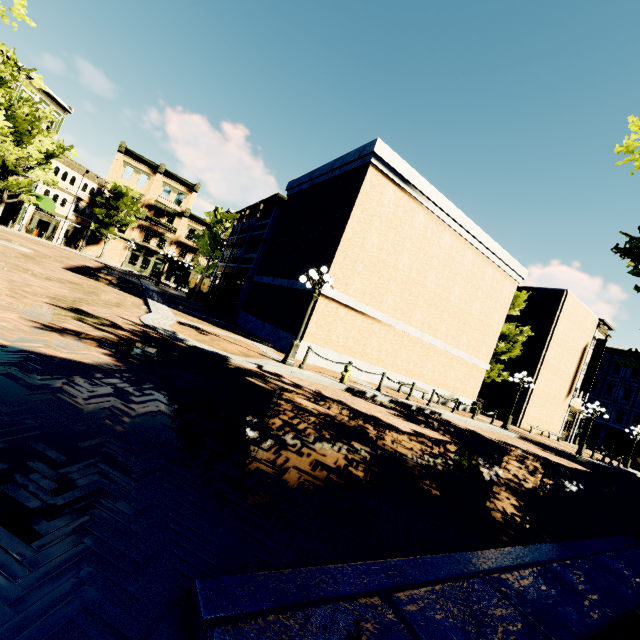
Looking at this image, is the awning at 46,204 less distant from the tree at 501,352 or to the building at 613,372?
the tree at 501,352

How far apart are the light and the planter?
12.3m

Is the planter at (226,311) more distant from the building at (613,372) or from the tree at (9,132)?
the tree at (9,132)

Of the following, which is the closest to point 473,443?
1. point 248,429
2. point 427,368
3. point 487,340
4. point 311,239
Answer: point 427,368

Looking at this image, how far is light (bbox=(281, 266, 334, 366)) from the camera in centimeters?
1096cm

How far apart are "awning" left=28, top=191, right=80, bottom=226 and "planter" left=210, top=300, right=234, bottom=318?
24.0 meters

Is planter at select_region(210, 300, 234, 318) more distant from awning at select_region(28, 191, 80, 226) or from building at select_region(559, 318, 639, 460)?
awning at select_region(28, 191, 80, 226)

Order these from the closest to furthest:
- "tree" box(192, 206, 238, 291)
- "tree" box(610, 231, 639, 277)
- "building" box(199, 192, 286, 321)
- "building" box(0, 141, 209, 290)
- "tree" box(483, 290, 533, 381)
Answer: "tree" box(610, 231, 639, 277)
"building" box(199, 192, 286, 321)
"tree" box(483, 290, 533, 381)
"tree" box(192, 206, 238, 291)
"building" box(0, 141, 209, 290)
